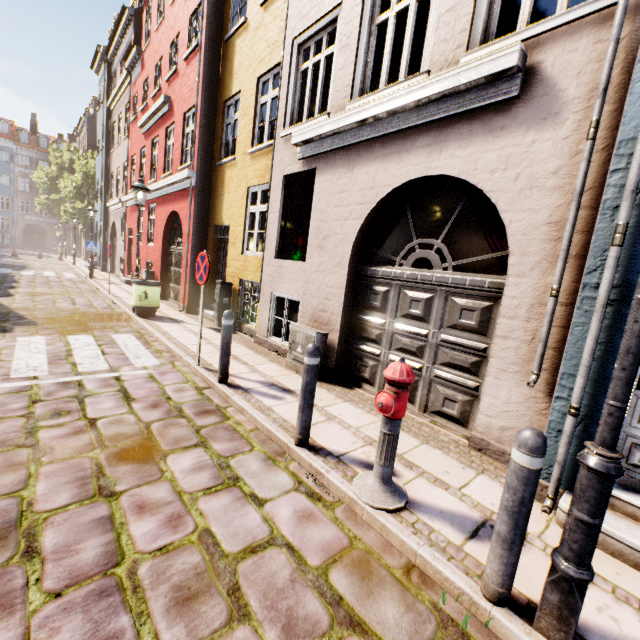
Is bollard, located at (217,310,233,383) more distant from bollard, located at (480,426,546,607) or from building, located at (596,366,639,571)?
bollard, located at (480,426,546,607)

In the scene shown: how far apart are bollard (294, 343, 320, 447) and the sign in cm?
259

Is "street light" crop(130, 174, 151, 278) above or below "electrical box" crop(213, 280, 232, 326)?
above

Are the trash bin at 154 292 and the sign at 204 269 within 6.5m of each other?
yes

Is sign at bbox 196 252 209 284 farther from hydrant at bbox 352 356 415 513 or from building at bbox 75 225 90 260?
hydrant at bbox 352 356 415 513

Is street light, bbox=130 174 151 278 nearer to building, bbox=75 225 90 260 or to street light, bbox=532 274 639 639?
building, bbox=75 225 90 260

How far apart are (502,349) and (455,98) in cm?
313

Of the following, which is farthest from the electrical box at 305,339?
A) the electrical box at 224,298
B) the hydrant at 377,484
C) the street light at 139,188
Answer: the street light at 139,188
